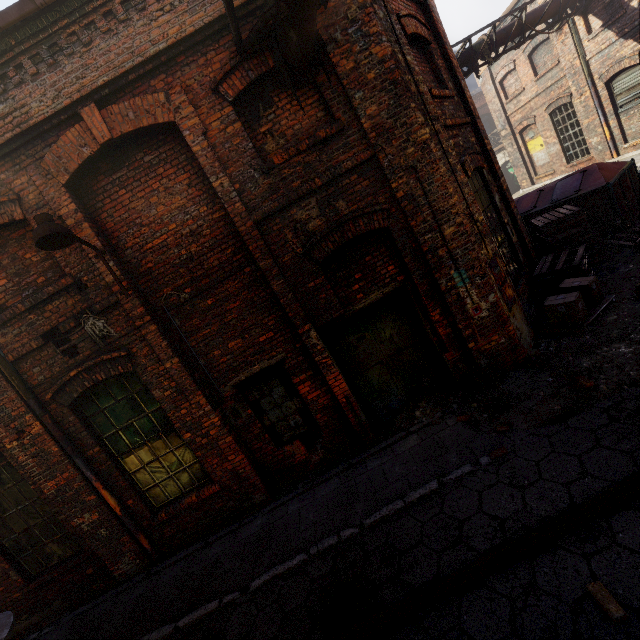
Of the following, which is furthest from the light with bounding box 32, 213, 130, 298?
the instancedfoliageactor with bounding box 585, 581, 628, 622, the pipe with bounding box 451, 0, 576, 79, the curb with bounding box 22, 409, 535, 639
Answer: the pipe with bounding box 451, 0, 576, 79

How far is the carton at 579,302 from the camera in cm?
562

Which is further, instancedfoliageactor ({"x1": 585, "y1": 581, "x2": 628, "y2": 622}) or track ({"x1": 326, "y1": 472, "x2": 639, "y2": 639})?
track ({"x1": 326, "y1": 472, "x2": 639, "y2": 639})

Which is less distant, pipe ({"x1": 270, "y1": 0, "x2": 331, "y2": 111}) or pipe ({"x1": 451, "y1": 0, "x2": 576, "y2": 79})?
pipe ({"x1": 270, "y1": 0, "x2": 331, "y2": 111})

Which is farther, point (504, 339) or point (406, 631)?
point (504, 339)

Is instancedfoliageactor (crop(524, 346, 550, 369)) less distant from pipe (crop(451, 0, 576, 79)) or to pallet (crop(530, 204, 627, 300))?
pallet (crop(530, 204, 627, 300))

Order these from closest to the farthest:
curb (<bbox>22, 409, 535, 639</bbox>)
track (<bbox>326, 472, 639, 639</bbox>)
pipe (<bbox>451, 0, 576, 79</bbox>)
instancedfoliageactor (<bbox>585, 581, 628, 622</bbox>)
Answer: instancedfoliageactor (<bbox>585, 581, 628, 622</bbox>) < track (<bbox>326, 472, 639, 639</bbox>) < curb (<bbox>22, 409, 535, 639</bbox>) < pipe (<bbox>451, 0, 576, 79</bbox>)

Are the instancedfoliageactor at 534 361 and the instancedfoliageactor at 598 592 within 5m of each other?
yes
